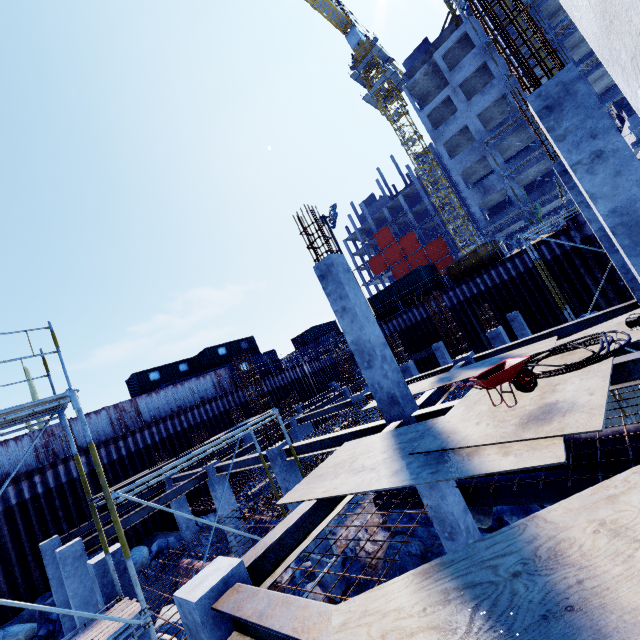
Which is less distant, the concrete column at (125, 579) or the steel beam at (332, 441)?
the concrete column at (125, 579)

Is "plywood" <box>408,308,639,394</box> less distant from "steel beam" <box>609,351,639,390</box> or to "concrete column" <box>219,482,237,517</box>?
"steel beam" <box>609,351,639,390</box>

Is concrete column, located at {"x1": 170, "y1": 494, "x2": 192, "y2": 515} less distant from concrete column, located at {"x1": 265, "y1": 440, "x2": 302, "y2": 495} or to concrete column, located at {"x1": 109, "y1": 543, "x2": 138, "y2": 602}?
concrete column, located at {"x1": 265, "y1": 440, "x2": 302, "y2": 495}

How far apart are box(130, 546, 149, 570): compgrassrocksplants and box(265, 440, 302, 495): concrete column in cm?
1025

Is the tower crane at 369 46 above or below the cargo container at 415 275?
above

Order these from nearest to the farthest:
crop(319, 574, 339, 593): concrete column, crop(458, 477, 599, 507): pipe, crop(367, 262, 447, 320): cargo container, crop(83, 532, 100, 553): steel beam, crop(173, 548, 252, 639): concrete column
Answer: crop(173, 548, 252, 639): concrete column < crop(458, 477, 599, 507): pipe < crop(319, 574, 339, 593): concrete column < crop(83, 532, 100, 553): steel beam < crop(367, 262, 447, 320): cargo container

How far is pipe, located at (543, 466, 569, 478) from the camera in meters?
7.3 m

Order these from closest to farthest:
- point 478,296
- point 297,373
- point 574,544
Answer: point 574,544
point 478,296
point 297,373
